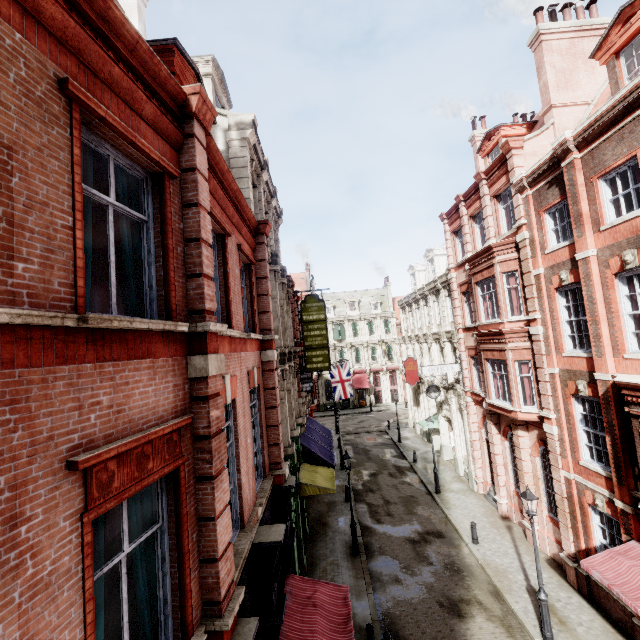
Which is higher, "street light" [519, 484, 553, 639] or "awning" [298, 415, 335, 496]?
"awning" [298, 415, 335, 496]

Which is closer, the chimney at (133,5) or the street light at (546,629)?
the street light at (546,629)

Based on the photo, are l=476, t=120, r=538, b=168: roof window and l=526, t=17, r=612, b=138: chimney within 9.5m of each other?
yes

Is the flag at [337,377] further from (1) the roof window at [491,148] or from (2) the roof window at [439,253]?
(1) the roof window at [491,148]

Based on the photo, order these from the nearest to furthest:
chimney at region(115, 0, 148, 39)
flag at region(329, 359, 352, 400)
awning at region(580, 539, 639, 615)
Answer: awning at region(580, 539, 639, 615), chimney at region(115, 0, 148, 39), flag at region(329, 359, 352, 400)

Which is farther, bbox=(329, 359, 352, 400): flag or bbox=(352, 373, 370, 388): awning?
bbox=(352, 373, 370, 388): awning

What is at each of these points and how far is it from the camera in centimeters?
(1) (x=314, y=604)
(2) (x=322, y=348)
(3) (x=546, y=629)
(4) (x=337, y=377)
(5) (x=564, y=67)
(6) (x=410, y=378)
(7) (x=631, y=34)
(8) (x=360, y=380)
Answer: (1) awning, 839cm
(2) sign, 1833cm
(3) street light, 1042cm
(4) flag, 2756cm
(5) chimney, 1398cm
(6) sign, 2847cm
(7) roof window, 992cm
(8) awning, 4794cm

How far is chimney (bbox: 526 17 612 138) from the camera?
13.8 meters
